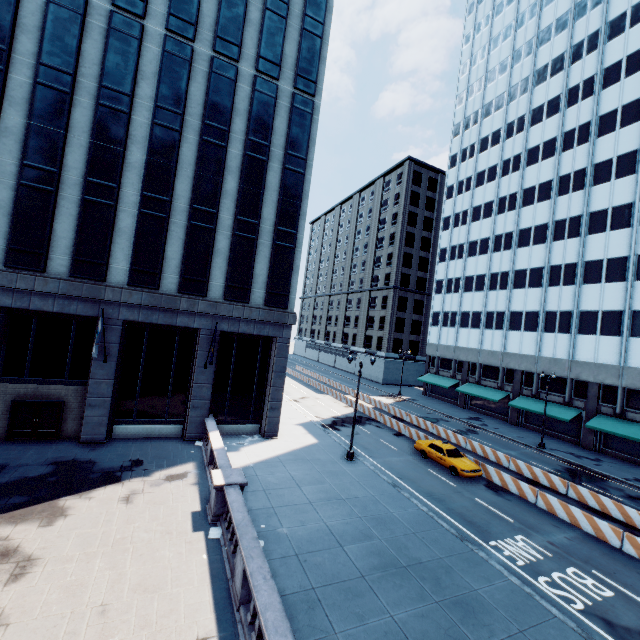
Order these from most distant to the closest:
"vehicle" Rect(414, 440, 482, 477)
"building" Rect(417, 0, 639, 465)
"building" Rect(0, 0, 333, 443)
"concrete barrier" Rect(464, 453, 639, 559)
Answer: "building" Rect(417, 0, 639, 465) < "vehicle" Rect(414, 440, 482, 477) < "building" Rect(0, 0, 333, 443) < "concrete barrier" Rect(464, 453, 639, 559)

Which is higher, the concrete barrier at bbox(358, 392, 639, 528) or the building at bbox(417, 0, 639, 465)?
the building at bbox(417, 0, 639, 465)

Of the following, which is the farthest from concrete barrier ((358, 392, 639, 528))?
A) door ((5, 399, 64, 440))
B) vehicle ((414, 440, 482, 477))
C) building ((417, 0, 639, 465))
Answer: door ((5, 399, 64, 440))

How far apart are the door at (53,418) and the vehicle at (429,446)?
24.5 meters

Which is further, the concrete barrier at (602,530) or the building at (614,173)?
the building at (614,173)

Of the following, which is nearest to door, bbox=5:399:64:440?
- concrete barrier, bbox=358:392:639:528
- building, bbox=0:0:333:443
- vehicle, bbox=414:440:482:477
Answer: building, bbox=0:0:333:443

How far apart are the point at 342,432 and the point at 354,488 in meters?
10.6

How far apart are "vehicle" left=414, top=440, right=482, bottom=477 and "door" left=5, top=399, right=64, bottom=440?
24.54m
